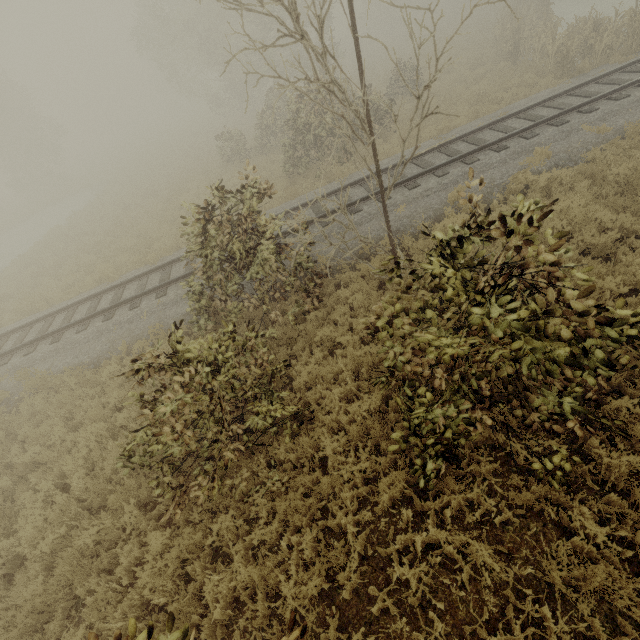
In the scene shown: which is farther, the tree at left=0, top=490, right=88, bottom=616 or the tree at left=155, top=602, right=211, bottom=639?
the tree at left=0, top=490, right=88, bottom=616

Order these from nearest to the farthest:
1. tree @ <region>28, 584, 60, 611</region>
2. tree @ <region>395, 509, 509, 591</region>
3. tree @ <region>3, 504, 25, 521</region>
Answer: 1. tree @ <region>395, 509, 509, 591</region>
2. tree @ <region>28, 584, 60, 611</region>
3. tree @ <region>3, 504, 25, 521</region>

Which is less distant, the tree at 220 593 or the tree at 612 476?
the tree at 612 476

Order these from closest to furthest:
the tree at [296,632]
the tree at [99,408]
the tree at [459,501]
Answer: the tree at [296,632]
the tree at [459,501]
the tree at [99,408]

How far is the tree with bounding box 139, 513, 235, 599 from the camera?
4.9m

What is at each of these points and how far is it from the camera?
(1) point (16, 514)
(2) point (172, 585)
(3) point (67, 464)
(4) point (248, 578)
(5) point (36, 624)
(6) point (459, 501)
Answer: (1) tree, 6.3m
(2) tree, 5.1m
(3) tree, 7.0m
(4) tree, 4.7m
(5) tree, 5.3m
(6) tree, 4.6m
